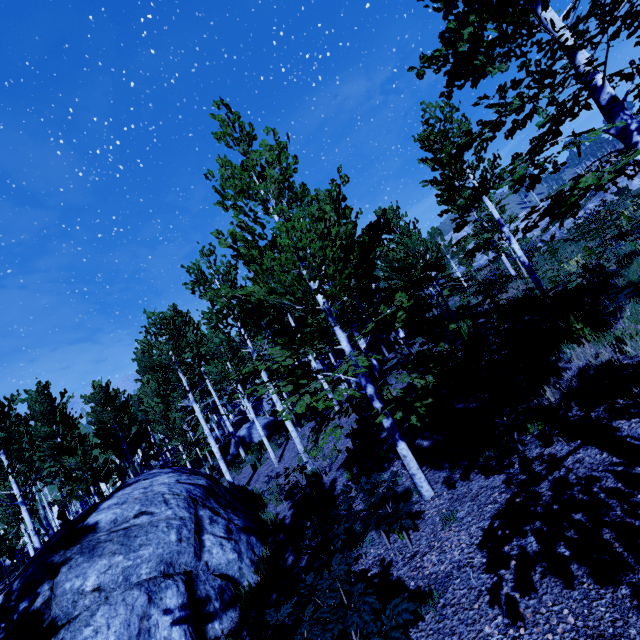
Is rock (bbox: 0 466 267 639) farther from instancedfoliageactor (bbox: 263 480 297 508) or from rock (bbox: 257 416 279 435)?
rock (bbox: 257 416 279 435)

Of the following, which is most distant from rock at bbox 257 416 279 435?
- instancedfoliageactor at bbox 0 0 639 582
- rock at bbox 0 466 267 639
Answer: rock at bbox 0 466 267 639

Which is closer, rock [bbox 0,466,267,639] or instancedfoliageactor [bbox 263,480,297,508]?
rock [bbox 0,466,267,639]

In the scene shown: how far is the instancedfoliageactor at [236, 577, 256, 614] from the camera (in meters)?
6.32

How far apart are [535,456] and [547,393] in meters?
1.7

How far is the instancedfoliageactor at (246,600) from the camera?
6.32m

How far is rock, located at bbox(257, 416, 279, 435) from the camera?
23.7m
